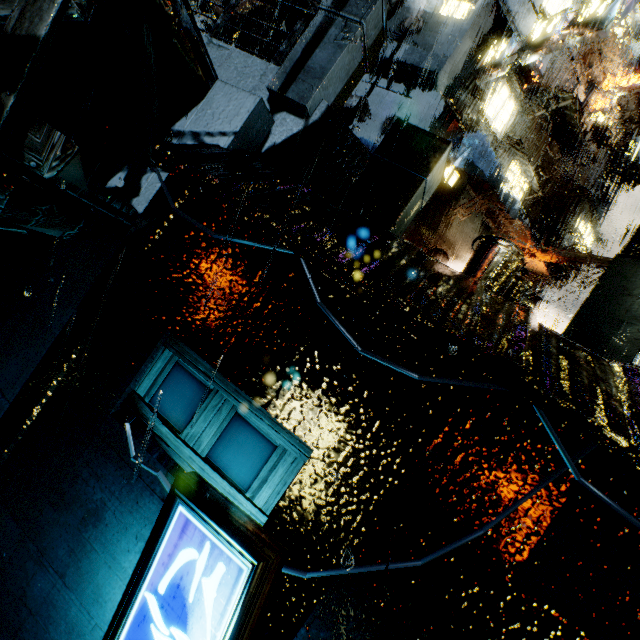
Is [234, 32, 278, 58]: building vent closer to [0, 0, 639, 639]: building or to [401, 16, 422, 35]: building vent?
[0, 0, 639, 639]: building

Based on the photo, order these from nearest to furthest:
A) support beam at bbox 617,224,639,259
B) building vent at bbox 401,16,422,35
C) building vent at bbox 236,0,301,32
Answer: support beam at bbox 617,224,639,259 < building vent at bbox 236,0,301,32 < building vent at bbox 401,16,422,35

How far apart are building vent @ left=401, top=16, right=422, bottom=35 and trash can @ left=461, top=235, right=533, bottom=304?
14.7m

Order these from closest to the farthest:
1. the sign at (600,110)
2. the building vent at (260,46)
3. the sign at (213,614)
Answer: the sign at (213,614), the building vent at (260,46), the sign at (600,110)

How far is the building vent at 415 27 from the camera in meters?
14.2 m

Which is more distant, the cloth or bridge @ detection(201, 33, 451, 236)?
the cloth

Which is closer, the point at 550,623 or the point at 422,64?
the point at 550,623

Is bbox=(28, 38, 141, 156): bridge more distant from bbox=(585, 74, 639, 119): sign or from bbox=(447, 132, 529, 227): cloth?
bbox=(585, 74, 639, 119): sign
